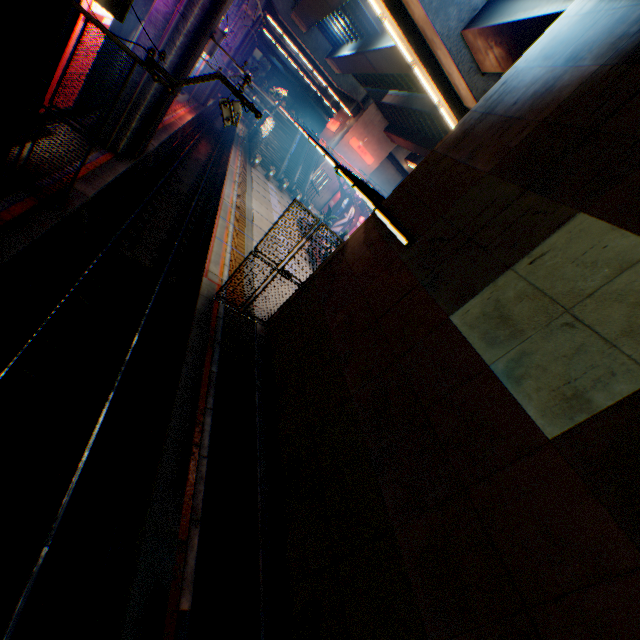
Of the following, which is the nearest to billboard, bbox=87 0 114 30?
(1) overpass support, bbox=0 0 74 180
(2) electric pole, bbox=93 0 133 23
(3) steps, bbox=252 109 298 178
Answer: (1) overpass support, bbox=0 0 74 180

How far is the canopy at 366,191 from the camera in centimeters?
690cm

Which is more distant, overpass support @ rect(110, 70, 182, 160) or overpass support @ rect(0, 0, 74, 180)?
overpass support @ rect(110, 70, 182, 160)

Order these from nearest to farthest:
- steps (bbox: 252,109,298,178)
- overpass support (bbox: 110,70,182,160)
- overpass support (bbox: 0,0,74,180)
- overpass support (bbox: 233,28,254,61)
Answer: overpass support (bbox: 0,0,74,180), overpass support (bbox: 110,70,182,160), overpass support (bbox: 233,28,254,61), steps (bbox: 252,109,298,178)

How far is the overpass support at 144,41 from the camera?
12.61m

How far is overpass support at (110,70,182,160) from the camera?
13.73m

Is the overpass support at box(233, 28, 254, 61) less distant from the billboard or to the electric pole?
the electric pole

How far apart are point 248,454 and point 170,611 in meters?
3.5 m
